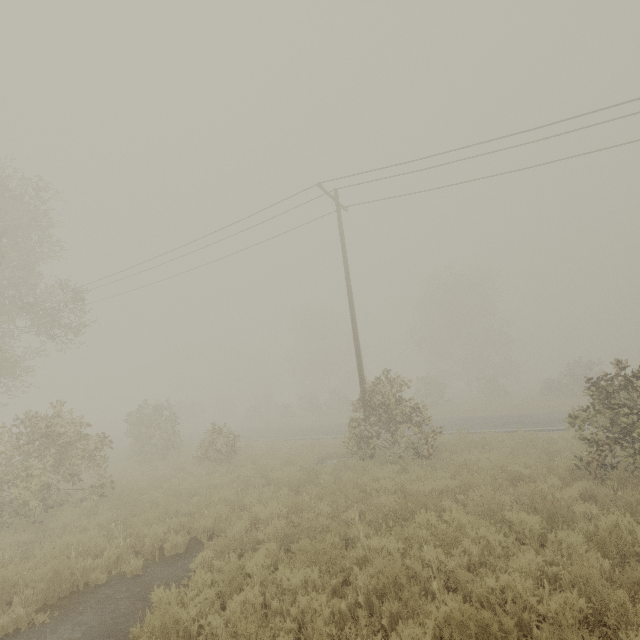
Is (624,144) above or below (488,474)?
above
